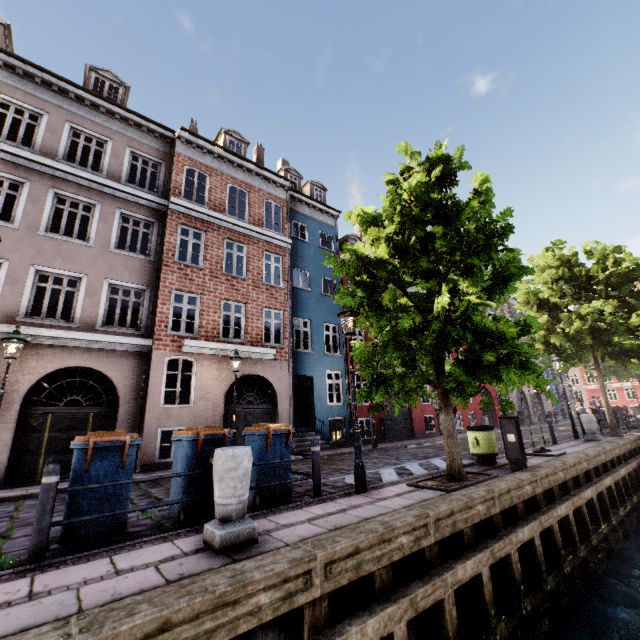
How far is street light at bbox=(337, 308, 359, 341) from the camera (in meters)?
7.09

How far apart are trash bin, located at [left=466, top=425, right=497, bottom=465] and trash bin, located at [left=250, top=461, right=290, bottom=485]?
5.42m

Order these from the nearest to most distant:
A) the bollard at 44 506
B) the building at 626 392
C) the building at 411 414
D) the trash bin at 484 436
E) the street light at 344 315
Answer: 1. the bollard at 44 506
2. the street light at 344 315
3. the trash bin at 484 436
4. the building at 411 414
5. the building at 626 392

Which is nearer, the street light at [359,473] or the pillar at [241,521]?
the pillar at [241,521]

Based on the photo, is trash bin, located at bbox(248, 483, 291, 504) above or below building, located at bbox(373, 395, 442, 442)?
below

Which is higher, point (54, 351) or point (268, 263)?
point (268, 263)

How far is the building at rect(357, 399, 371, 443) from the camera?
17.3m

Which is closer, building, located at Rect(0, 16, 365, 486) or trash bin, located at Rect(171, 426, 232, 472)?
trash bin, located at Rect(171, 426, 232, 472)
